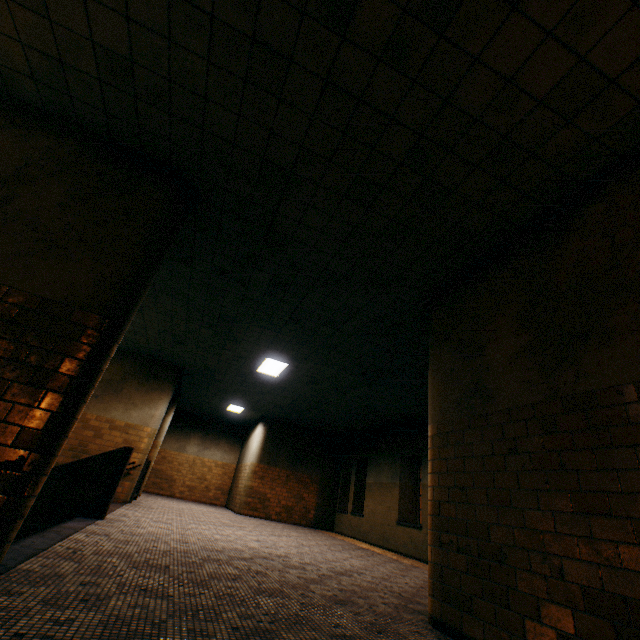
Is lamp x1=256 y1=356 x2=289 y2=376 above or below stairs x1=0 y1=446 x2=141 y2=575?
above

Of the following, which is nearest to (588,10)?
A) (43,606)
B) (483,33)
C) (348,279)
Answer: A: (483,33)

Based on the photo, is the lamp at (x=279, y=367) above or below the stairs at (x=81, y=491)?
above

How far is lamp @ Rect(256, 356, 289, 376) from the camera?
8.7m

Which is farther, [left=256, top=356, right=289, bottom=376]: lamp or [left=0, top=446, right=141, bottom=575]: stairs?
[left=256, top=356, right=289, bottom=376]: lamp

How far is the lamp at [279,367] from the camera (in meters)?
8.70
